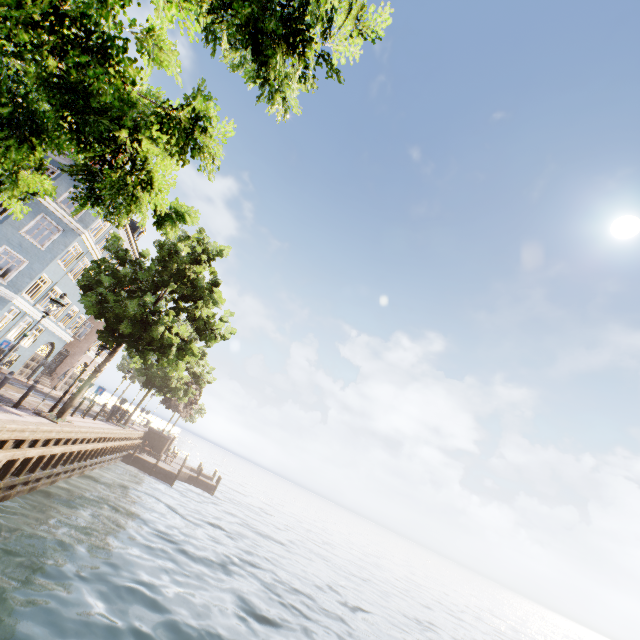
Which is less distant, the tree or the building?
the tree

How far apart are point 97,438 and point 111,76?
18.4m

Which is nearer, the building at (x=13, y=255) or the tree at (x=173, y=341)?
the tree at (x=173, y=341)
